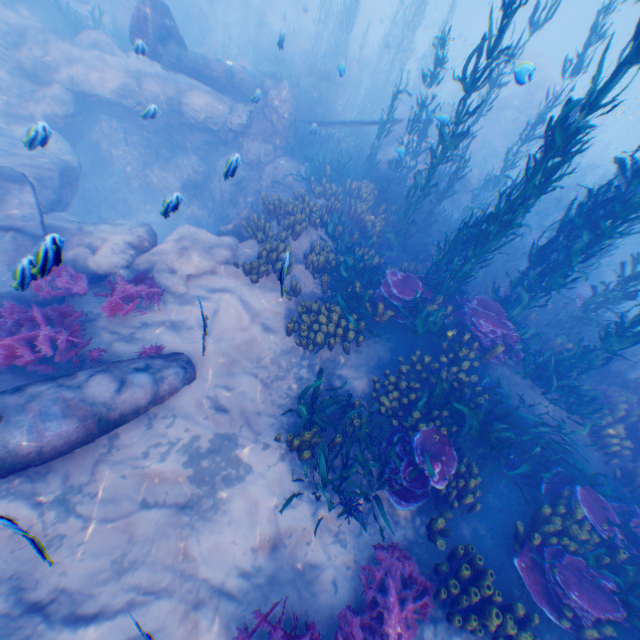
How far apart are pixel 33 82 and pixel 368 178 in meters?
14.0

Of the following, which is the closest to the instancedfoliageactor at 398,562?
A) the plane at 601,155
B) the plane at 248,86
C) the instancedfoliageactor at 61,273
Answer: the plane at 248,86

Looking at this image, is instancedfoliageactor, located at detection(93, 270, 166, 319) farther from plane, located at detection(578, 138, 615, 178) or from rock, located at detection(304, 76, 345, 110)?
plane, located at detection(578, 138, 615, 178)

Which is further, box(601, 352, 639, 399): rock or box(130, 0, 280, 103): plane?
box(130, 0, 280, 103): plane

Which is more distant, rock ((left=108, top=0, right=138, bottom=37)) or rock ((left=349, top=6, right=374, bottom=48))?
rock ((left=349, top=6, right=374, bottom=48))

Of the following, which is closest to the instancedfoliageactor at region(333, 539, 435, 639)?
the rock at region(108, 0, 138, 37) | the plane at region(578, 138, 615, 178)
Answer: the rock at region(108, 0, 138, 37)

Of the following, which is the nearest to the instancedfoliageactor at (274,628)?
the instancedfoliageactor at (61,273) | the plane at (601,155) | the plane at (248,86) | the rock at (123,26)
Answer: the rock at (123,26)

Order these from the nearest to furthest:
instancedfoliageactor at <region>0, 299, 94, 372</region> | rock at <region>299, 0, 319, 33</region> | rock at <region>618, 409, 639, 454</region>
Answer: instancedfoliageactor at <region>0, 299, 94, 372</region>, rock at <region>618, 409, 639, 454</region>, rock at <region>299, 0, 319, 33</region>
